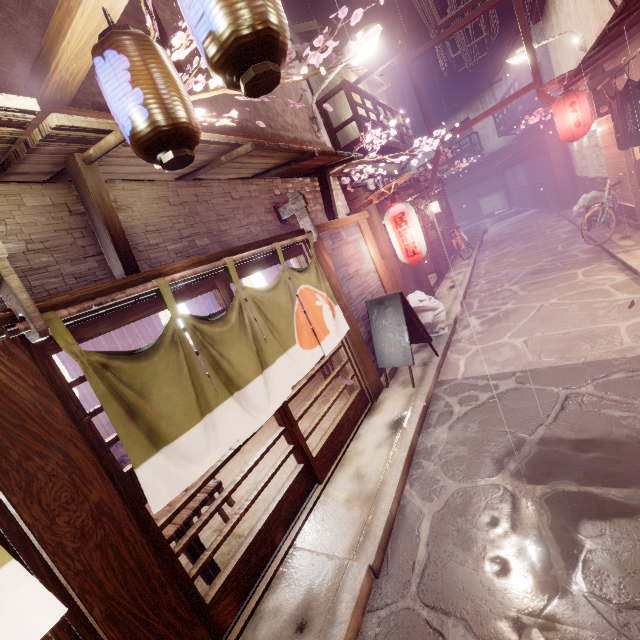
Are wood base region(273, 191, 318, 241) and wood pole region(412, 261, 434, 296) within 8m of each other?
no

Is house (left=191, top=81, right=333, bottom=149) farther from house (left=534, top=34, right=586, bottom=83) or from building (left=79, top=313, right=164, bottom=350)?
building (left=79, top=313, right=164, bottom=350)

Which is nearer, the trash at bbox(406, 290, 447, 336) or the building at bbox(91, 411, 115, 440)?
the building at bbox(91, 411, 115, 440)

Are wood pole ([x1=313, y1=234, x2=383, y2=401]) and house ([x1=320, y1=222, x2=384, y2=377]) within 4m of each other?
yes

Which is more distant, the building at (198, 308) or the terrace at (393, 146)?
the terrace at (393, 146)

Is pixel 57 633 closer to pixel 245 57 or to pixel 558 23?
pixel 245 57

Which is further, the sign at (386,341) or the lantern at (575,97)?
the lantern at (575,97)

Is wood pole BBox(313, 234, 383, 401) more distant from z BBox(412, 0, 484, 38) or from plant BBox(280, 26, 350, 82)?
z BBox(412, 0, 484, 38)
